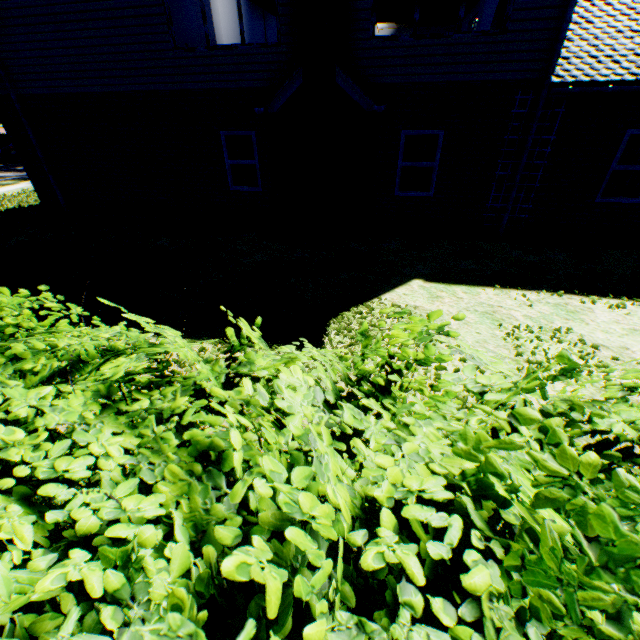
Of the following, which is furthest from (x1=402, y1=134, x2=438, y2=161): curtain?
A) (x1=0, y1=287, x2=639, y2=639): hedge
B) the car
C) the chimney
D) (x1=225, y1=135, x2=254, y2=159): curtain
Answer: the car

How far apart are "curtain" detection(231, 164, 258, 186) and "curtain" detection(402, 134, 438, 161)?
3.92m

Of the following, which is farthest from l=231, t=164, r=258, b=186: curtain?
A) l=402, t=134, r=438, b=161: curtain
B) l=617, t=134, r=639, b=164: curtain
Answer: l=617, t=134, r=639, b=164: curtain

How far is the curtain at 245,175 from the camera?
9.7 meters

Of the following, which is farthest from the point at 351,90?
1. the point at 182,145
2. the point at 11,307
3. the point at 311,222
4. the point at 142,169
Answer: the point at 11,307

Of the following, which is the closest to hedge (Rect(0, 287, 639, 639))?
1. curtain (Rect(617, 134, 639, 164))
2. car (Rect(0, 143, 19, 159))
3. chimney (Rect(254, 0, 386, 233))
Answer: chimney (Rect(254, 0, 386, 233))

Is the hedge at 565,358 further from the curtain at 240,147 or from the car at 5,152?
the car at 5,152
